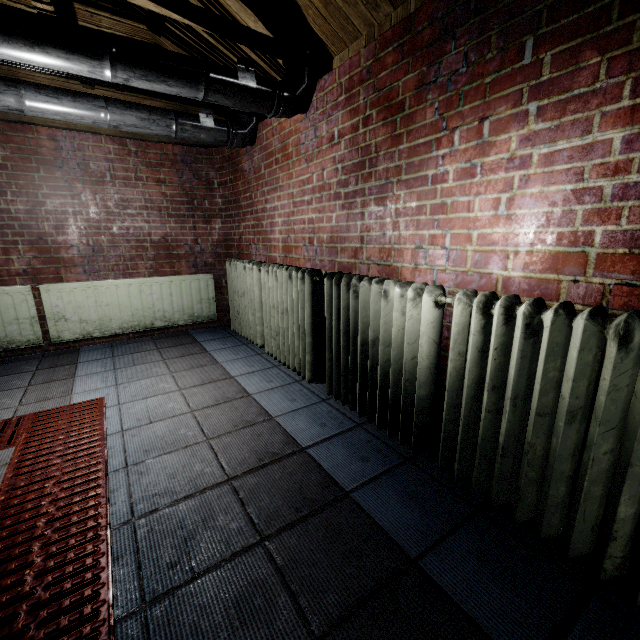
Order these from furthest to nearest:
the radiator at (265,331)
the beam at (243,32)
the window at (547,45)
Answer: the radiator at (265,331) → the beam at (243,32) → the window at (547,45)

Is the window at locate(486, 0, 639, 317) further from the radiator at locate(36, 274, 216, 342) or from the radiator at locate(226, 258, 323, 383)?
the radiator at locate(36, 274, 216, 342)

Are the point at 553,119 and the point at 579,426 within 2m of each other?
yes

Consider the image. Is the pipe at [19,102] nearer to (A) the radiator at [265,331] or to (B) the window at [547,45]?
(A) the radiator at [265,331]

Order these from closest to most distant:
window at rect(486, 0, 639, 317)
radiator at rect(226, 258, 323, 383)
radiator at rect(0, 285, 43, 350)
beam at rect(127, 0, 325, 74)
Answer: window at rect(486, 0, 639, 317) → beam at rect(127, 0, 325, 74) → radiator at rect(226, 258, 323, 383) → radiator at rect(0, 285, 43, 350)

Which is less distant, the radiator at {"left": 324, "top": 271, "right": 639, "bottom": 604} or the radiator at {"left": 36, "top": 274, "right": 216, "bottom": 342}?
the radiator at {"left": 324, "top": 271, "right": 639, "bottom": 604}

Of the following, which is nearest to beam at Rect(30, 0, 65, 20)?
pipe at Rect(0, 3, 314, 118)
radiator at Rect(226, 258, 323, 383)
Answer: pipe at Rect(0, 3, 314, 118)

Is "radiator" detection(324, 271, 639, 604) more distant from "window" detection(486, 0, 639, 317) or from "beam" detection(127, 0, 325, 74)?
"beam" detection(127, 0, 325, 74)
